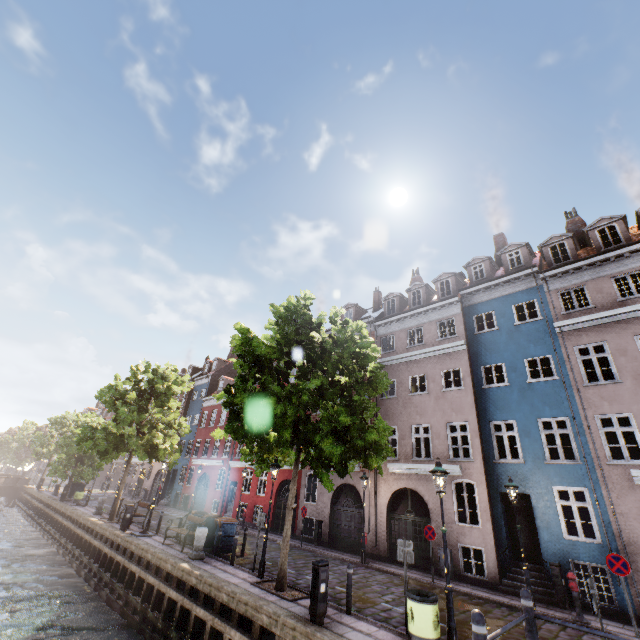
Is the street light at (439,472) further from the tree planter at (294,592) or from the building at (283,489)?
the tree planter at (294,592)

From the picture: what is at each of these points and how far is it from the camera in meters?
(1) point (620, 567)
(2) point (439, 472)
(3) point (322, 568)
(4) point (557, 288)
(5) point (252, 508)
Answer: (1) sign, 9.7 m
(2) street light, 8.4 m
(3) electrical box, 8.4 m
(4) building, 15.6 m
(5) building, 24.8 m

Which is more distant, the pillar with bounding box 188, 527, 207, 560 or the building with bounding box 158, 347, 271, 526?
the building with bounding box 158, 347, 271, 526

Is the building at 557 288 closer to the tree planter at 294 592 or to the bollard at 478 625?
the tree planter at 294 592

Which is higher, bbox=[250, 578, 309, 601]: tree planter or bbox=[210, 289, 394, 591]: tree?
bbox=[210, 289, 394, 591]: tree

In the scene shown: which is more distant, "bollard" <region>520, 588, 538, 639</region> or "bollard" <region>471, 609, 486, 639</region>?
"bollard" <region>520, 588, 538, 639</region>

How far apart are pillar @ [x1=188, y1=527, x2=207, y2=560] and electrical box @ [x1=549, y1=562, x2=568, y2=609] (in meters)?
13.23

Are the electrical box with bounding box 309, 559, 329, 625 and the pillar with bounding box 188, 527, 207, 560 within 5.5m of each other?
no
